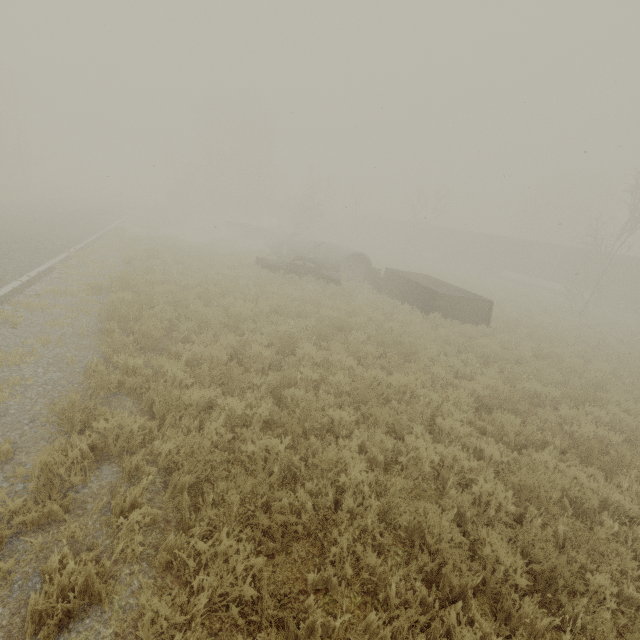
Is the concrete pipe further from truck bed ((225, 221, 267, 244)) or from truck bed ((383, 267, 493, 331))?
truck bed ((225, 221, 267, 244))

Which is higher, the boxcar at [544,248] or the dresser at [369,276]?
the boxcar at [544,248]

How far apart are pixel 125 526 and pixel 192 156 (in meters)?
51.21

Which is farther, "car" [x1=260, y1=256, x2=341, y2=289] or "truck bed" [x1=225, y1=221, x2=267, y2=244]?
"truck bed" [x1=225, y1=221, x2=267, y2=244]

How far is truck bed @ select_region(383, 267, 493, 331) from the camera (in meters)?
14.01

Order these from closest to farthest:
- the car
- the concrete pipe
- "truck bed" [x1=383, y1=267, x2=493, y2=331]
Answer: "truck bed" [x1=383, y1=267, x2=493, y2=331], the car, the concrete pipe

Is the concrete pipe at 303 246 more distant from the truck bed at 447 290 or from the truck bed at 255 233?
the truck bed at 255 233

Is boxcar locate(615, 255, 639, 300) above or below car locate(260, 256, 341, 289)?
above
